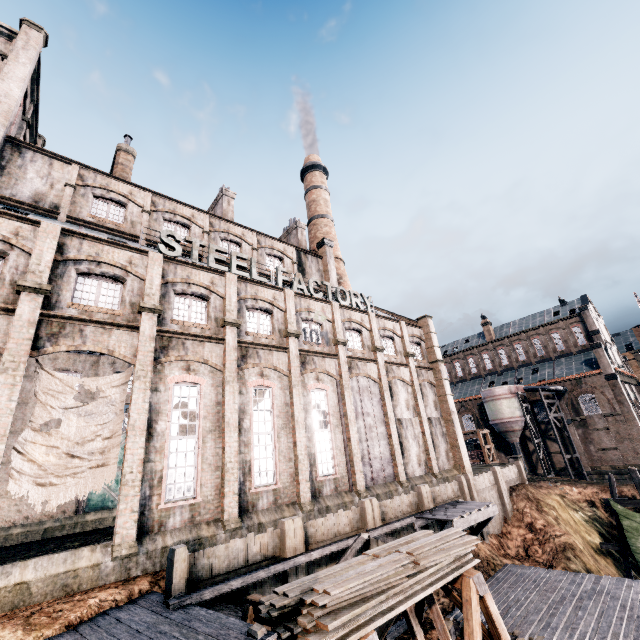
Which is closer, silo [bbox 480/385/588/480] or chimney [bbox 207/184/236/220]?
chimney [bbox 207/184/236/220]

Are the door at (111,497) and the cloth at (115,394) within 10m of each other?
no

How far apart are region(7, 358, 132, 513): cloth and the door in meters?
18.8

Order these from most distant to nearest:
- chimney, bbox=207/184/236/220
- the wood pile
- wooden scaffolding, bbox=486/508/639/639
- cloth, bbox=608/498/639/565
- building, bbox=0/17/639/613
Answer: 1. chimney, bbox=207/184/236/220
2. cloth, bbox=608/498/639/565
3. building, bbox=0/17/639/613
4. wooden scaffolding, bbox=486/508/639/639
5. the wood pile

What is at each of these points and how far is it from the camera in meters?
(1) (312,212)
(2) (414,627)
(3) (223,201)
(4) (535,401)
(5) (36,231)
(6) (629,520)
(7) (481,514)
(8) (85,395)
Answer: (1) chimney, 44.5 m
(2) wooden support structure, 13.1 m
(3) chimney, 32.4 m
(4) building, 50.1 m
(5) building, 14.9 m
(6) cloth, 22.0 m
(7) wooden platform, 18.0 m
(8) building, 29.2 m

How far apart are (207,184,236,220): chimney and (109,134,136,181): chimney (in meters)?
7.49

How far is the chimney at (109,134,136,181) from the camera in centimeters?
2670cm

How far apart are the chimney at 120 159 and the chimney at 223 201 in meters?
7.5
